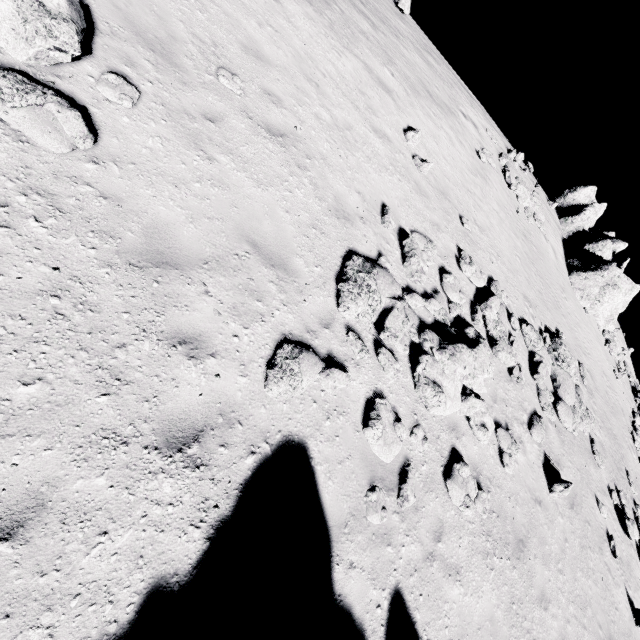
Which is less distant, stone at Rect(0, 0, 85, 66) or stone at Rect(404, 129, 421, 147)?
stone at Rect(0, 0, 85, 66)

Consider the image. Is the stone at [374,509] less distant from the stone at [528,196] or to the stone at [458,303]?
the stone at [458,303]

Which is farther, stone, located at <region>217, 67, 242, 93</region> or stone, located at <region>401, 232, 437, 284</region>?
stone, located at <region>401, 232, 437, 284</region>

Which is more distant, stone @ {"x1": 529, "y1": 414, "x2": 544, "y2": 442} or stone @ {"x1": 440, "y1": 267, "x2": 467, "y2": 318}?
stone @ {"x1": 529, "y1": 414, "x2": 544, "y2": 442}

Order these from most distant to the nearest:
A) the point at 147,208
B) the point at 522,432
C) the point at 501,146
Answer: the point at 501,146, the point at 522,432, the point at 147,208

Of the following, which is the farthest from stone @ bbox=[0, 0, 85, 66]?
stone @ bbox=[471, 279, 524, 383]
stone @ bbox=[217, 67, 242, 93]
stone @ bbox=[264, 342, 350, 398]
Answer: stone @ bbox=[471, 279, 524, 383]

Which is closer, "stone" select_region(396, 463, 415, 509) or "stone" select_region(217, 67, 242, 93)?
"stone" select_region(396, 463, 415, 509)

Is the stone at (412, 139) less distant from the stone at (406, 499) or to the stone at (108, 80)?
the stone at (108, 80)
